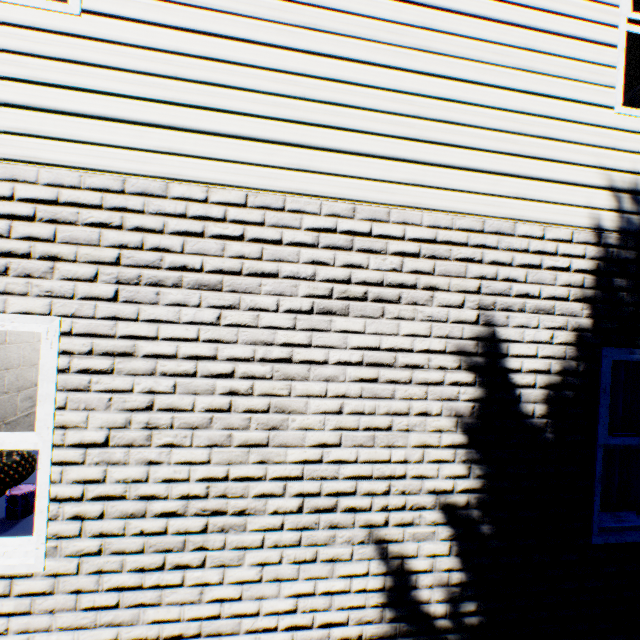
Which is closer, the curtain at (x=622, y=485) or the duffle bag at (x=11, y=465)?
the curtain at (x=622, y=485)

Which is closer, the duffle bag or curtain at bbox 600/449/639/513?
curtain at bbox 600/449/639/513

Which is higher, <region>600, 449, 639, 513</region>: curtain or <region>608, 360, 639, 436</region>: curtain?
<region>608, 360, 639, 436</region>: curtain

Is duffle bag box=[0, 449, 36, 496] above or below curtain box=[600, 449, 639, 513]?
below

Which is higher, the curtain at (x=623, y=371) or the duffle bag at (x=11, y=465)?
the curtain at (x=623, y=371)

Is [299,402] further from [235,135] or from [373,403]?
[235,135]
